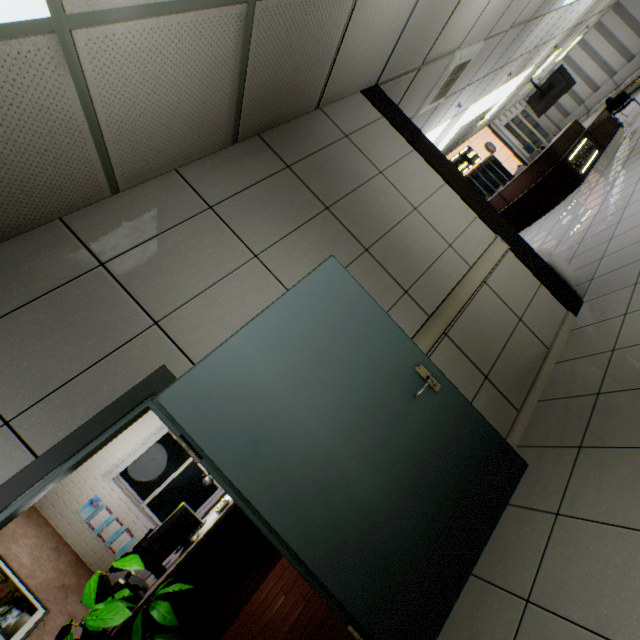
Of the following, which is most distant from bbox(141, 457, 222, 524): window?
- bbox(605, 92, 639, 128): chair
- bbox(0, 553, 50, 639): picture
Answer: bbox(605, 92, 639, 128): chair

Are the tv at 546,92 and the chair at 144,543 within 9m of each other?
no

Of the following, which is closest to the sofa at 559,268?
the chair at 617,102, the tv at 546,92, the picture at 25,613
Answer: the picture at 25,613

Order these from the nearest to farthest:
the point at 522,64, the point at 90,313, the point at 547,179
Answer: the point at 90,313 → the point at 547,179 → the point at 522,64

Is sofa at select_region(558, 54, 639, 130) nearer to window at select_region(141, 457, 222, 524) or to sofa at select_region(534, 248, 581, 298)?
sofa at select_region(534, 248, 581, 298)

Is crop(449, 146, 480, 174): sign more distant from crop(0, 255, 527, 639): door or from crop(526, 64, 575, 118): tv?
crop(0, 255, 527, 639): door

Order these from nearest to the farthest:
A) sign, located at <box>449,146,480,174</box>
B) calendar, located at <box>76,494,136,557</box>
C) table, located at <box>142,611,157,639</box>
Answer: table, located at <box>142,611,157,639</box>
calendar, located at <box>76,494,136,557</box>
sign, located at <box>449,146,480,174</box>

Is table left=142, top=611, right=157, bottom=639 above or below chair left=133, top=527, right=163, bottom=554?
below
